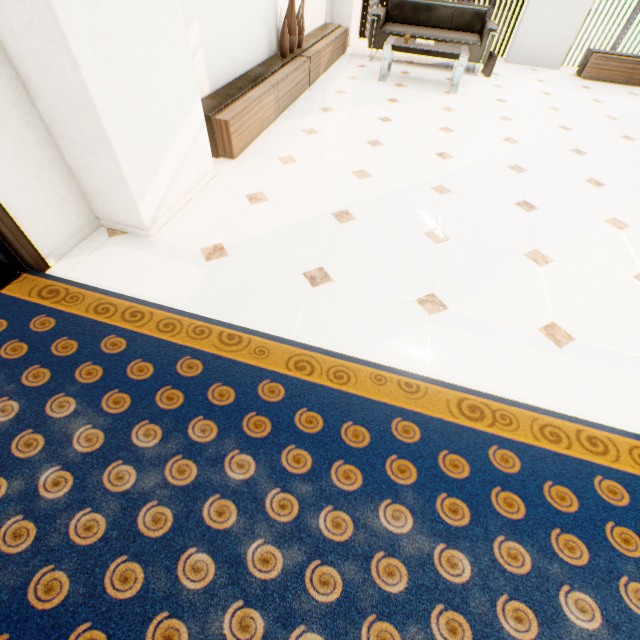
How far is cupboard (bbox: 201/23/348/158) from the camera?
2.9 meters

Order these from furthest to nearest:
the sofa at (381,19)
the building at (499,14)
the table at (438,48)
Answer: the building at (499,14) → the sofa at (381,19) → the table at (438,48)

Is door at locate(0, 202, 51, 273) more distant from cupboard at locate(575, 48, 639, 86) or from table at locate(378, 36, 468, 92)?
cupboard at locate(575, 48, 639, 86)

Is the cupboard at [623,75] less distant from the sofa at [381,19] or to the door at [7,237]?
the sofa at [381,19]

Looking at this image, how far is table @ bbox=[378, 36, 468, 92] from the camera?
4.55m

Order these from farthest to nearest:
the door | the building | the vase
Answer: the building < the vase < the door

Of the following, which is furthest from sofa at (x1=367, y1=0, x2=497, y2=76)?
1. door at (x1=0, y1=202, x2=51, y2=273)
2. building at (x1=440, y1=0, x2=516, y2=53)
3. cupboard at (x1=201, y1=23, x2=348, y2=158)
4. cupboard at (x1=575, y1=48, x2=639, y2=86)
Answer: building at (x1=440, y1=0, x2=516, y2=53)

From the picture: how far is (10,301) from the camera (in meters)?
1.84
